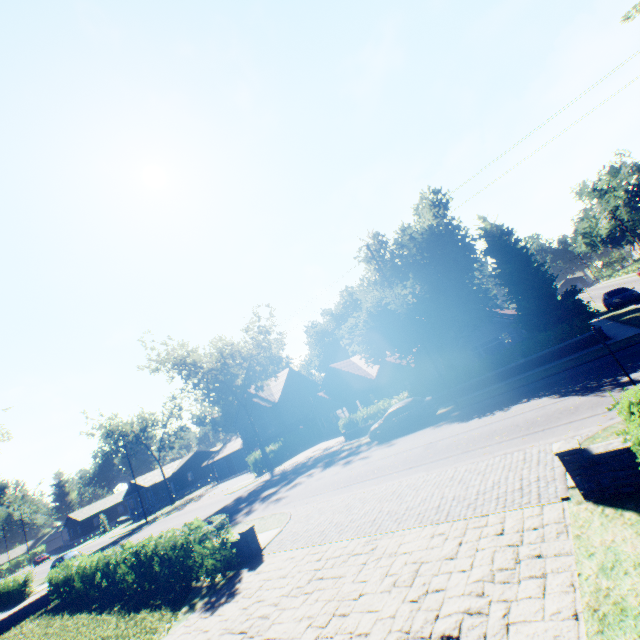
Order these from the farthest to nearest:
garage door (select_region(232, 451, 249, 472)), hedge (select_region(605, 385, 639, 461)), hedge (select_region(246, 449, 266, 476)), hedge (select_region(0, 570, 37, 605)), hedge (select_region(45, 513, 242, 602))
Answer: garage door (select_region(232, 451, 249, 472)) < hedge (select_region(246, 449, 266, 476)) < hedge (select_region(0, 570, 37, 605)) < hedge (select_region(45, 513, 242, 602)) < hedge (select_region(605, 385, 639, 461))

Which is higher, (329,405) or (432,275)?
(432,275)

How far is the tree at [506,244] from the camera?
20.5 meters

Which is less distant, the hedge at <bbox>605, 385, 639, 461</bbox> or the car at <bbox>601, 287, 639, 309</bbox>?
the hedge at <bbox>605, 385, 639, 461</bbox>

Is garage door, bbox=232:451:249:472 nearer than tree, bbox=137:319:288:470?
No

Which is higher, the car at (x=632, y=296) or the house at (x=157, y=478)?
the house at (x=157, y=478)

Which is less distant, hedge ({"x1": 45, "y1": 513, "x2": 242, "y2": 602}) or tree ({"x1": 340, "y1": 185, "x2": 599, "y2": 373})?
hedge ({"x1": 45, "y1": 513, "x2": 242, "y2": 602})

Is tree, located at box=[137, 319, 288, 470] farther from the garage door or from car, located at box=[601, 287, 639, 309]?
A: the garage door
